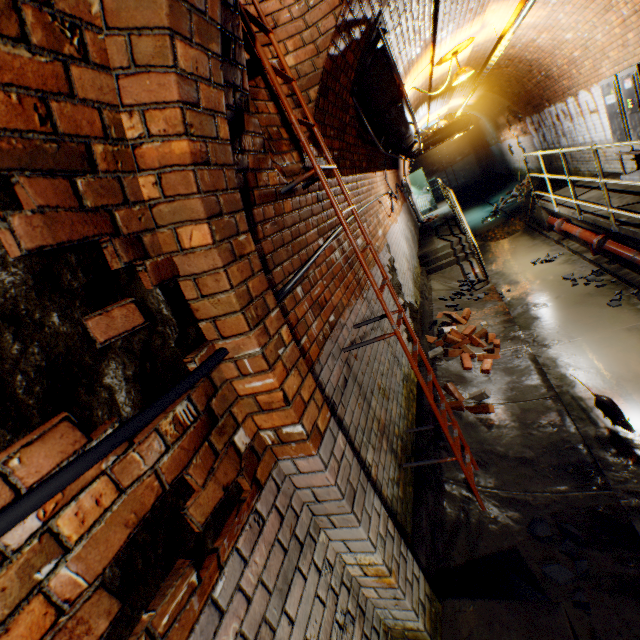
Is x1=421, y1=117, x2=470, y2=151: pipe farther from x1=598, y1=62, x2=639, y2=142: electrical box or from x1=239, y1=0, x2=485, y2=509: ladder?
x1=239, y1=0, x2=485, y2=509: ladder

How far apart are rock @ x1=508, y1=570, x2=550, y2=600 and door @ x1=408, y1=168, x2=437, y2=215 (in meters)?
15.58

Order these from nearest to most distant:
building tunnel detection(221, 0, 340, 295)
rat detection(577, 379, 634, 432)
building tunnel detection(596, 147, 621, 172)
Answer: building tunnel detection(221, 0, 340, 295) < rat detection(577, 379, 634, 432) < building tunnel detection(596, 147, 621, 172)

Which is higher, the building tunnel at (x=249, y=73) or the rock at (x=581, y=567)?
the building tunnel at (x=249, y=73)

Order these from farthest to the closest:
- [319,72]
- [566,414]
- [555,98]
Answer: [555,98]
[566,414]
[319,72]

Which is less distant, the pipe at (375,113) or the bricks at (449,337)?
the pipe at (375,113)

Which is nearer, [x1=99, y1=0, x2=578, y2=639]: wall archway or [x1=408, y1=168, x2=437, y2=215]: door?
[x1=99, y1=0, x2=578, y2=639]: wall archway

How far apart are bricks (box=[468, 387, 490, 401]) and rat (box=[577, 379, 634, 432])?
0.9m
